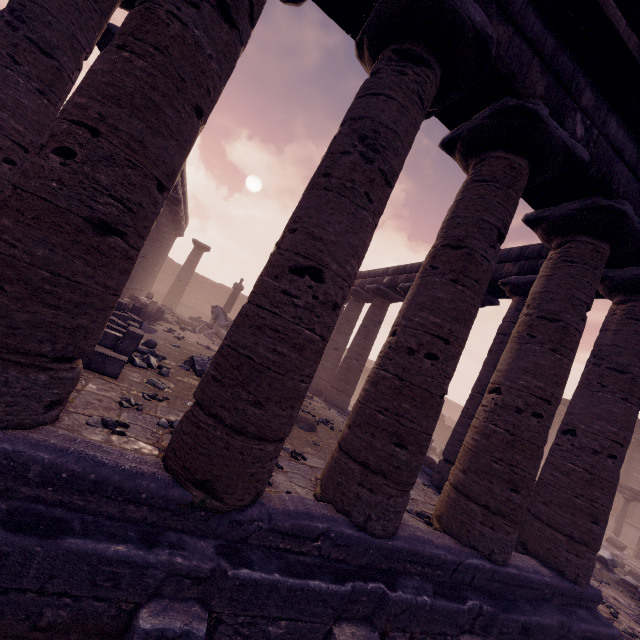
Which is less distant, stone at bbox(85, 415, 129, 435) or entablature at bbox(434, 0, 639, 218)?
stone at bbox(85, 415, 129, 435)

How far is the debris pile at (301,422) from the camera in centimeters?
716cm

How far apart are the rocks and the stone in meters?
2.7

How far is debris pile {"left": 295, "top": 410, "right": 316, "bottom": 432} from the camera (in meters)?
7.16

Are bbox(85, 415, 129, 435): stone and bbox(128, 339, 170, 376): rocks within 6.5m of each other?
yes

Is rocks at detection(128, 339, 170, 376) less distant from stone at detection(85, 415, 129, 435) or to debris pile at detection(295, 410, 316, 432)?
debris pile at detection(295, 410, 316, 432)

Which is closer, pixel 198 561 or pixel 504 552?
pixel 198 561

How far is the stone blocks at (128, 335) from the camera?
4.71m
